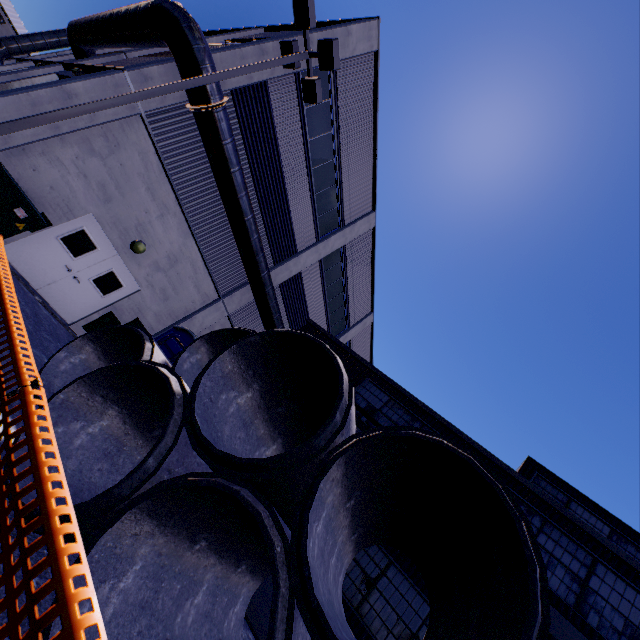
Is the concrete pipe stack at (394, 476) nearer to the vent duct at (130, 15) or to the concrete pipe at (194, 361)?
the concrete pipe at (194, 361)

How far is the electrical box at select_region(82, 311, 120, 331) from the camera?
10.94m

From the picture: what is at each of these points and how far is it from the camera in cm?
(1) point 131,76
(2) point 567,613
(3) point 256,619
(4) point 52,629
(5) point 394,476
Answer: (1) building, 852
(2) building, 732
(3) building, 780
(4) concrete pipe stack, 251
(5) concrete pipe stack, 410

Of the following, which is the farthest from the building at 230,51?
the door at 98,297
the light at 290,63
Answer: the light at 290,63

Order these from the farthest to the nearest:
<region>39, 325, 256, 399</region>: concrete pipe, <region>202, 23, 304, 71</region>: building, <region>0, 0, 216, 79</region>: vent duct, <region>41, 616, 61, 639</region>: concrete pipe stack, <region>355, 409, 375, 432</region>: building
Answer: <region>355, 409, 375, 432</region>: building → <region>202, 23, 304, 71</region>: building → <region>0, 0, 216, 79</region>: vent duct → <region>39, 325, 256, 399</region>: concrete pipe → <region>41, 616, 61, 639</region>: concrete pipe stack

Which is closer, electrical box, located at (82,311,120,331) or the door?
the door

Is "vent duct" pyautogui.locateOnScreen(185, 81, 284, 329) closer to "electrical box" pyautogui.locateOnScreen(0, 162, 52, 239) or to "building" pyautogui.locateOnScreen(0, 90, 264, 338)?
"building" pyautogui.locateOnScreen(0, 90, 264, 338)

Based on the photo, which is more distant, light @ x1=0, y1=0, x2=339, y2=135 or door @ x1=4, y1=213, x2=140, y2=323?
door @ x1=4, y1=213, x2=140, y2=323
